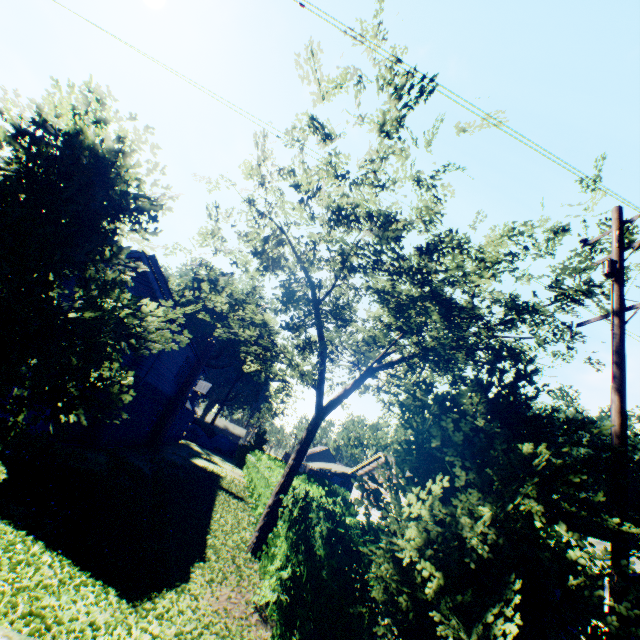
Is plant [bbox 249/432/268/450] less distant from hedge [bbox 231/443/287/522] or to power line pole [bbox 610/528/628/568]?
hedge [bbox 231/443/287/522]

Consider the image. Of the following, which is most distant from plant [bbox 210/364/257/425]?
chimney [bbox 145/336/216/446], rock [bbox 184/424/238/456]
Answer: chimney [bbox 145/336/216/446]

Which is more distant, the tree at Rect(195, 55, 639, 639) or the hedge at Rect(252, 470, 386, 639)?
the hedge at Rect(252, 470, 386, 639)

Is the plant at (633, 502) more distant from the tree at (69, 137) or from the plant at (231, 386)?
the tree at (69, 137)

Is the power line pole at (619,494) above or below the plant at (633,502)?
below

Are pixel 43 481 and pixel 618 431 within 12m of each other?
no

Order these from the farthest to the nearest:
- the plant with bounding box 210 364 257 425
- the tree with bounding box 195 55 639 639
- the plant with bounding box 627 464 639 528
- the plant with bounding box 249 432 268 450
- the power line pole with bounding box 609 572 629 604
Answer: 1. the plant with bounding box 210 364 257 425
2. the plant with bounding box 627 464 639 528
3. the plant with bounding box 249 432 268 450
4. the power line pole with bounding box 609 572 629 604
5. the tree with bounding box 195 55 639 639

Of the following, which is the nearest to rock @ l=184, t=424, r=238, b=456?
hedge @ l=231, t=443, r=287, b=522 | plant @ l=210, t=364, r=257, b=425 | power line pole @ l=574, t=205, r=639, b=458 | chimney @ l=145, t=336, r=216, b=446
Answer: plant @ l=210, t=364, r=257, b=425
